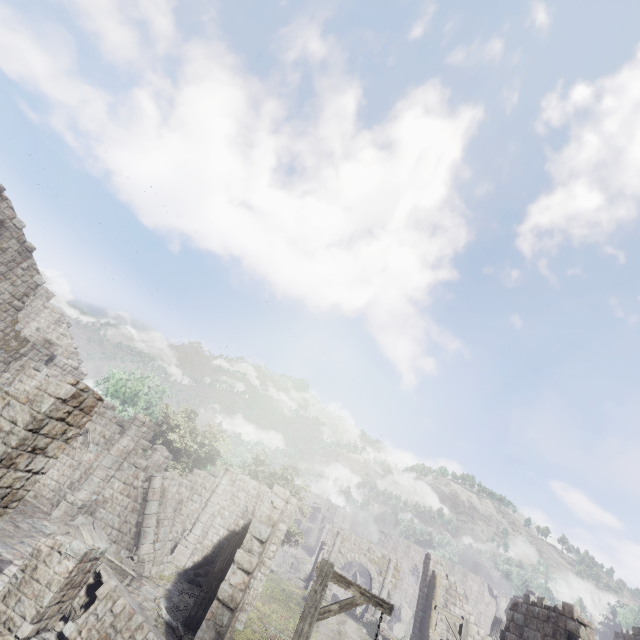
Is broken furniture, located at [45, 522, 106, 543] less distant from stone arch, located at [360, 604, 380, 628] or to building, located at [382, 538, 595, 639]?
building, located at [382, 538, 595, 639]

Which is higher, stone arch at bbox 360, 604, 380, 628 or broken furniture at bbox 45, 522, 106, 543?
stone arch at bbox 360, 604, 380, 628

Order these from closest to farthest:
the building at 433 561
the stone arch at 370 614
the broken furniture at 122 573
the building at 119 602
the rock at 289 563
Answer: the building at 119 602 → the building at 433 561 → the broken furniture at 122 573 → the stone arch at 370 614 → the rock at 289 563

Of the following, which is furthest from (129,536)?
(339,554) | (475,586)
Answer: (475,586)

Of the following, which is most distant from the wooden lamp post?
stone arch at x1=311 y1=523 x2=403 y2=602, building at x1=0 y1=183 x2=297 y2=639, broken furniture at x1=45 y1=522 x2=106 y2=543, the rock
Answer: the rock

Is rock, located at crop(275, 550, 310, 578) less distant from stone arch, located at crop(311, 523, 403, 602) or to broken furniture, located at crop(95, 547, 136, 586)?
stone arch, located at crop(311, 523, 403, 602)

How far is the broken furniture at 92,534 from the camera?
13.8m

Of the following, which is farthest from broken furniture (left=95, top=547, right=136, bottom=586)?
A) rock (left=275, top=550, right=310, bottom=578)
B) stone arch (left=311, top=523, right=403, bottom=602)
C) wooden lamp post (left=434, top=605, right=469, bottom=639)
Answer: rock (left=275, top=550, right=310, bottom=578)
